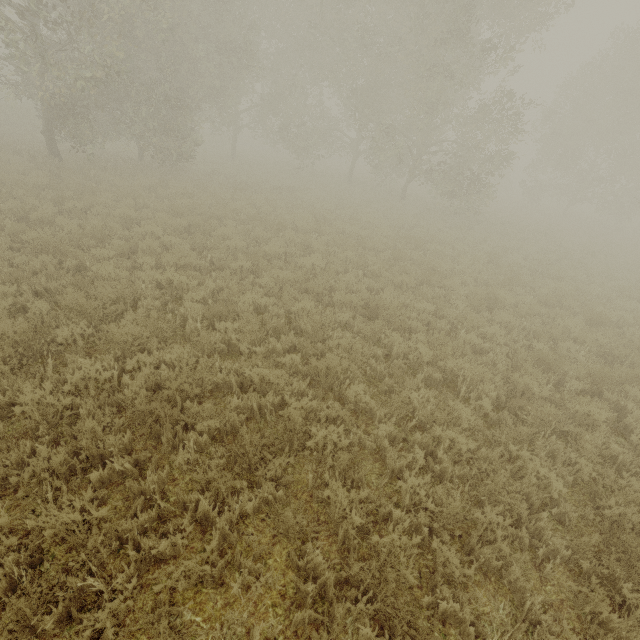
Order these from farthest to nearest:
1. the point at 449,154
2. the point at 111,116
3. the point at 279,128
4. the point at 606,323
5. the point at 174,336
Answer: the point at 449,154
the point at 279,128
the point at 111,116
the point at 606,323
the point at 174,336
